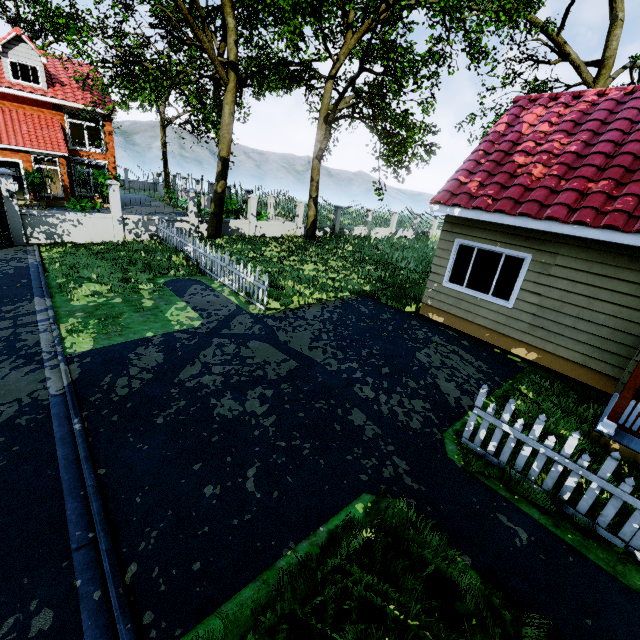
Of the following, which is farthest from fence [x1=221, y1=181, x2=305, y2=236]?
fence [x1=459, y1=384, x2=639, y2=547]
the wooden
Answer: fence [x1=459, y1=384, x2=639, y2=547]

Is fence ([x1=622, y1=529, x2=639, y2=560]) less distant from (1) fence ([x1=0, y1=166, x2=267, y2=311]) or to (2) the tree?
(2) the tree

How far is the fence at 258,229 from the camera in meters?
17.5

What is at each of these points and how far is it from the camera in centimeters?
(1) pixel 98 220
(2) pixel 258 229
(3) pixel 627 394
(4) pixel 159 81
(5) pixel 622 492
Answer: (1) fence, 1356cm
(2) fence, 1858cm
(3) wooden, 477cm
(4) tree, 1652cm
(5) fence, 359cm

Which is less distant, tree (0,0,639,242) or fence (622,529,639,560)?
fence (622,529,639,560)

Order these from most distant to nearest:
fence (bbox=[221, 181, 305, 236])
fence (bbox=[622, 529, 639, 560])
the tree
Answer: fence (bbox=[221, 181, 305, 236]), the tree, fence (bbox=[622, 529, 639, 560])

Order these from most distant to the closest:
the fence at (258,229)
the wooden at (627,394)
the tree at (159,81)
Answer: the fence at (258,229)
the tree at (159,81)
the wooden at (627,394)

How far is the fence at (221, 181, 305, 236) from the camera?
17.5 meters
